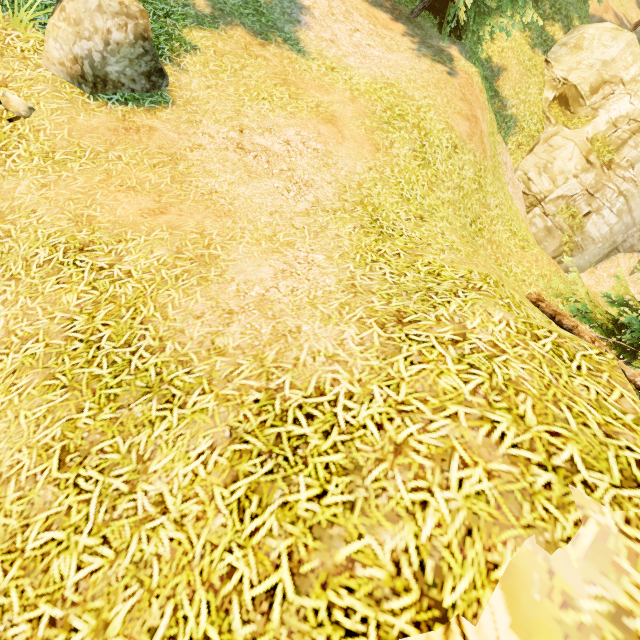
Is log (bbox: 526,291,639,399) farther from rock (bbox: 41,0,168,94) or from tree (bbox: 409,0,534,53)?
rock (bbox: 41,0,168,94)

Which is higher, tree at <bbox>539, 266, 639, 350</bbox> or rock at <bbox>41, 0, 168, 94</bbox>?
tree at <bbox>539, 266, 639, 350</bbox>

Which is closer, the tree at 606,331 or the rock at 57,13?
the rock at 57,13

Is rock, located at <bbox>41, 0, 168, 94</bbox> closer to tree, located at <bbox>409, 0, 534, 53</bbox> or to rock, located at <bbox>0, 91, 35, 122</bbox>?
rock, located at <bbox>0, 91, 35, 122</bbox>

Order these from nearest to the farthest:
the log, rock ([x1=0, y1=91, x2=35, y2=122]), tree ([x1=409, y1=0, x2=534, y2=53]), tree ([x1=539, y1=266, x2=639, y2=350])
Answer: rock ([x1=0, y1=91, x2=35, y2=122]), the log, tree ([x1=539, y1=266, x2=639, y2=350]), tree ([x1=409, y1=0, x2=534, y2=53])

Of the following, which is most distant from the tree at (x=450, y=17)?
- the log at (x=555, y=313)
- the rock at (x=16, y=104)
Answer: the rock at (x=16, y=104)

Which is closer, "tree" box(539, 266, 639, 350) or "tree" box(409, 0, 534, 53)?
"tree" box(539, 266, 639, 350)

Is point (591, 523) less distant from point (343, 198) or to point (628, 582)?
point (628, 582)
